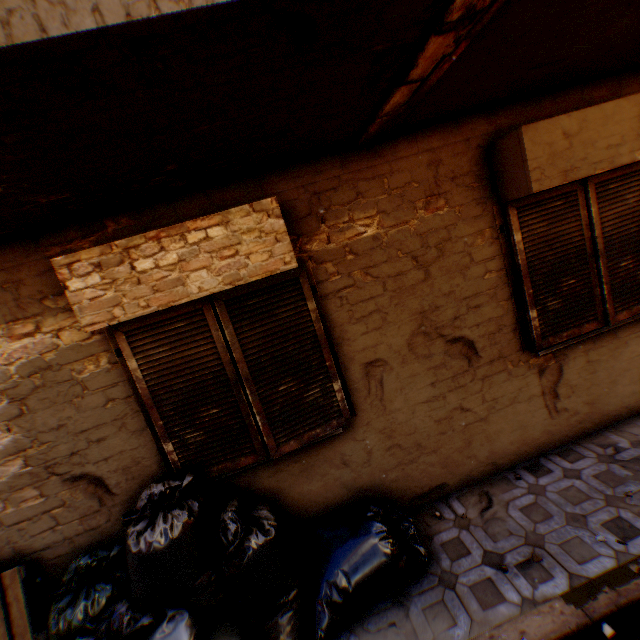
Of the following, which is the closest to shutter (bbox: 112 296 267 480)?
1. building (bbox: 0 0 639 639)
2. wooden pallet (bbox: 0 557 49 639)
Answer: building (bbox: 0 0 639 639)

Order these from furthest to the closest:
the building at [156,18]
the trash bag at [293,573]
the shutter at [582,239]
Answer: the shutter at [582,239], the trash bag at [293,573], the building at [156,18]

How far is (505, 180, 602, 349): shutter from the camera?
3.2 meters

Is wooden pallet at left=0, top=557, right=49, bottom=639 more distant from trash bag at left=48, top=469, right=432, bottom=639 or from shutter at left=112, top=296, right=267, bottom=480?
shutter at left=112, top=296, right=267, bottom=480

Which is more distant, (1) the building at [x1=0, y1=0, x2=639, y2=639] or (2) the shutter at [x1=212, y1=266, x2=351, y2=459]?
(2) the shutter at [x1=212, y1=266, x2=351, y2=459]

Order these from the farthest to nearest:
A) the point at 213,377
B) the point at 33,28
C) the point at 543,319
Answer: the point at 543,319 → the point at 213,377 → the point at 33,28

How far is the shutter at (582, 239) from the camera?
3.2m
